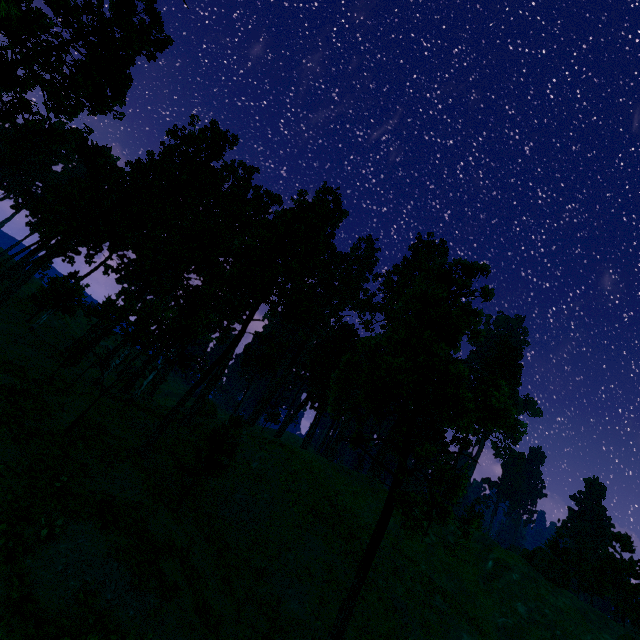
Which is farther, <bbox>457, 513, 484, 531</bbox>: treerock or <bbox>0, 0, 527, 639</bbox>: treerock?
<bbox>0, 0, 527, 639</bbox>: treerock

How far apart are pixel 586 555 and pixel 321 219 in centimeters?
6961cm

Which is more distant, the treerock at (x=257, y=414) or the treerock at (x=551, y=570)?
the treerock at (x=551, y=570)

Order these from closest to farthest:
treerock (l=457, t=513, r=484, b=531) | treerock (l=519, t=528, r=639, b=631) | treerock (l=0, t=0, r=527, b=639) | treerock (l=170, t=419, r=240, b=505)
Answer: treerock (l=457, t=513, r=484, b=531), treerock (l=0, t=0, r=527, b=639), treerock (l=170, t=419, r=240, b=505), treerock (l=519, t=528, r=639, b=631)

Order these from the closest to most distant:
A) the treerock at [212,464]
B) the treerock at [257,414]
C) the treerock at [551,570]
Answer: the treerock at [257,414] < the treerock at [212,464] < the treerock at [551,570]
